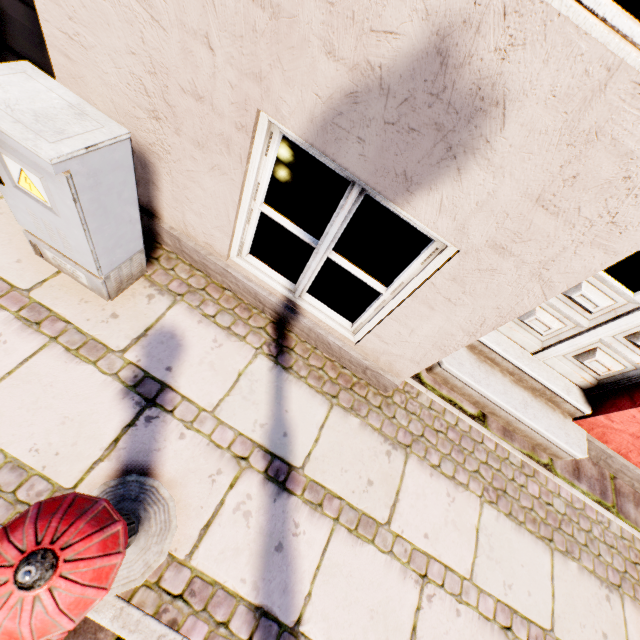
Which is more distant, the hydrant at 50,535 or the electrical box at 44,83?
the electrical box at 44,83

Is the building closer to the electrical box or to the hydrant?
the electrical box

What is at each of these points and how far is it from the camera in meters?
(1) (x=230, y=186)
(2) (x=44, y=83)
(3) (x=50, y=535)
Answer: (1) building, 1.8 m
(2) electrical box, 1.4 m
(3) hydrant, 0.6 m

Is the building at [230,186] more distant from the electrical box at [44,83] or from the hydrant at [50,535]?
the hydrant at [50,535]

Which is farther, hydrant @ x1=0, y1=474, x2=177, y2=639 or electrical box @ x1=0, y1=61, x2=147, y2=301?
electrical box @ x1=0, y1=61, x2=147, y2=301

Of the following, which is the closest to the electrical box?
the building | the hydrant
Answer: the building
